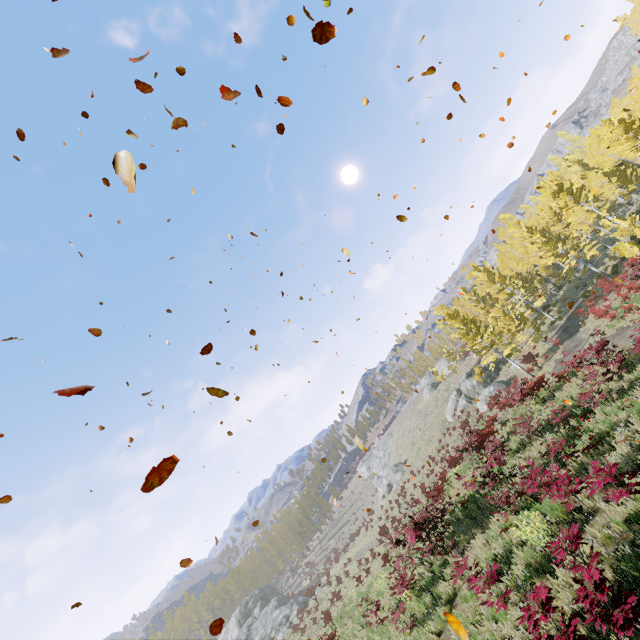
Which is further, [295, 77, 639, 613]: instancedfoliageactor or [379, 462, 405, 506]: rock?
[379, 462, 405, 506]: rock

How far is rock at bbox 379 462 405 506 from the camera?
46.7 meters

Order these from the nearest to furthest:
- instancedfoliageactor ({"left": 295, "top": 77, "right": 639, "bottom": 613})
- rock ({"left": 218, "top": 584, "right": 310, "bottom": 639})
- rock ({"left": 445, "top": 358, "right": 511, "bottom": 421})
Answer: instancedfoliageactor ({"left": 295, "top": 77, "right": 639, "bottom": 613})
rock ({"left": 445, "top": 358, "right": 511, "bottom": 421})
rock ({"left": 218, "top": 584, "right": 310, "bottom": 639})

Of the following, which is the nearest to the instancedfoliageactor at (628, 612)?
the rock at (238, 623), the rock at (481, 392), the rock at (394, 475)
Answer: the rock at (481, 392)

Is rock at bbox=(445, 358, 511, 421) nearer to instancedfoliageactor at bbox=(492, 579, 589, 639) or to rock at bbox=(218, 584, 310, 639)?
instancedfoliageactor at bbox=(492, 579, 589, 639)

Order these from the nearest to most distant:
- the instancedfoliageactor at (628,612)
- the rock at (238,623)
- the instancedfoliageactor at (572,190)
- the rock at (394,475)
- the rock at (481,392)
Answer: the instancedfoliageactor at (628,612), the instancedfoliageactor at (572,190), the rock at (481,392), the rock at (238,623), the rock at (394,475)

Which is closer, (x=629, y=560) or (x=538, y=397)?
(x=629, y=560)

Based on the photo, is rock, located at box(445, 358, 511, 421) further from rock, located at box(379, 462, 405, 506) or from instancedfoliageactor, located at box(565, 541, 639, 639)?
rock, located at box(379, 462, 405, 506)
